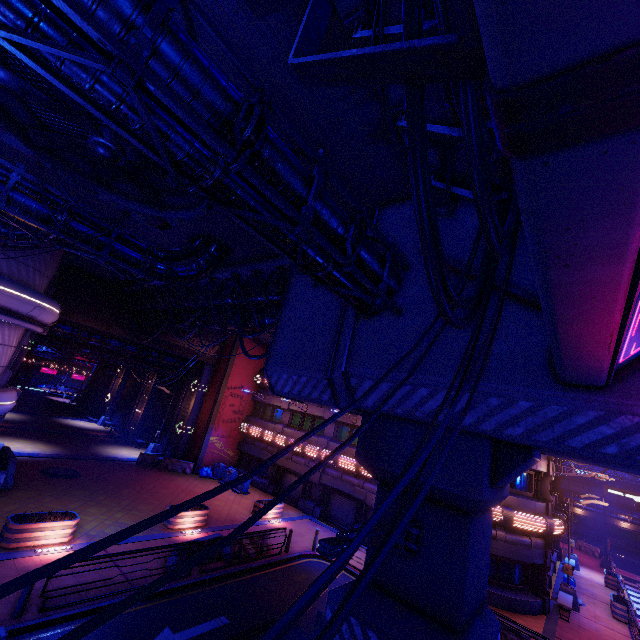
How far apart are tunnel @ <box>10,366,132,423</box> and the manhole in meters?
21.4

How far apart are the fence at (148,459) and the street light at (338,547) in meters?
25.8 m

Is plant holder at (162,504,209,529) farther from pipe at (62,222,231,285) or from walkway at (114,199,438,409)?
pipe at (62,222,231,285)

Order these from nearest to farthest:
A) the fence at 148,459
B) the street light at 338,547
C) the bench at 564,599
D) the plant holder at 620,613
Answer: the street light at 338,547 → the bench at 564,599 → the plant holder at 620,613 → the fence at 148,459

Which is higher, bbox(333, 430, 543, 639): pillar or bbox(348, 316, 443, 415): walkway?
bbox(348, 316, 443, 415): walkway

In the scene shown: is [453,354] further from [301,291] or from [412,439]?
[301,291]

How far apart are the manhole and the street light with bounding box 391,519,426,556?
21.65m

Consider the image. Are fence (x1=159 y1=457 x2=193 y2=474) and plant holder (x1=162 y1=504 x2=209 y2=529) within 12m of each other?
yes
